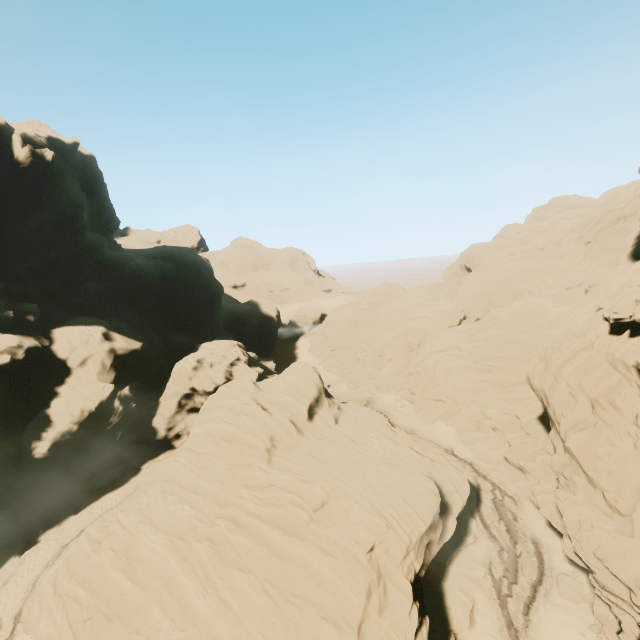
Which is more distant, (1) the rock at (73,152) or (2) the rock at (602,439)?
(1) the rock at (73,152)

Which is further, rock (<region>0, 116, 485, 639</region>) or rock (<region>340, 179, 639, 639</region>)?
rock (<region>0, 116, 485, 639</region>)

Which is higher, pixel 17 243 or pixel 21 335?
pixel 17 243
